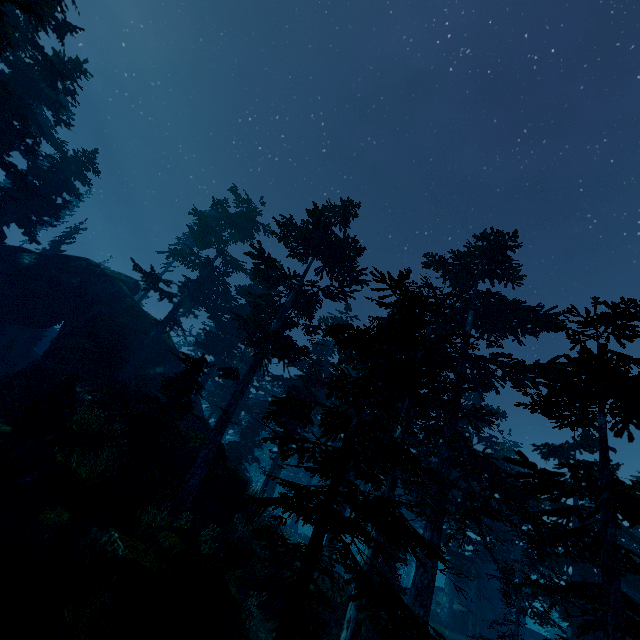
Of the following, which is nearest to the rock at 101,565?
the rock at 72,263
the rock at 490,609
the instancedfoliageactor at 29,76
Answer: the instancedfoliageactor at 29,76

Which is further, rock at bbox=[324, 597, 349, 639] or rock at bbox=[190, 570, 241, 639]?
rock at bbox=[324, 597, 349, 639]

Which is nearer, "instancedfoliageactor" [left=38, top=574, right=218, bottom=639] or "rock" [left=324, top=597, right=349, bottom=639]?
"instancedfoliageactor" [left=38, top=574, right=218, bottom=639]

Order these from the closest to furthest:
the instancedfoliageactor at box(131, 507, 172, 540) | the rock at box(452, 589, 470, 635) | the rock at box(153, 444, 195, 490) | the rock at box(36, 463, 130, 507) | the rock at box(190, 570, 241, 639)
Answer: the rock at box(190, 570, 241, 639) < the instancedfoliageactor at box(131, 507, 172, 540) < the rock at box(36, 463, 130, 507) < the rock at box(153, 444, 195, 490) < the rock at box(452, 589, 470, 635)

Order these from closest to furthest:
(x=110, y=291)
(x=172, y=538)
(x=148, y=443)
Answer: (x=172, y=538) < (x=148, y=443) < (x=110, y=291)

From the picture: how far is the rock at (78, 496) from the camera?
12.01m

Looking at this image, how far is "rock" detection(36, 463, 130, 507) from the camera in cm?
1201

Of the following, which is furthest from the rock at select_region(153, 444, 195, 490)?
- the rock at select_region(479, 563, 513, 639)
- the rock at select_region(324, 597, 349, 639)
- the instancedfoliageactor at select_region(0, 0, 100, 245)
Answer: the rock at select_region(479, 563, 513, 639)
